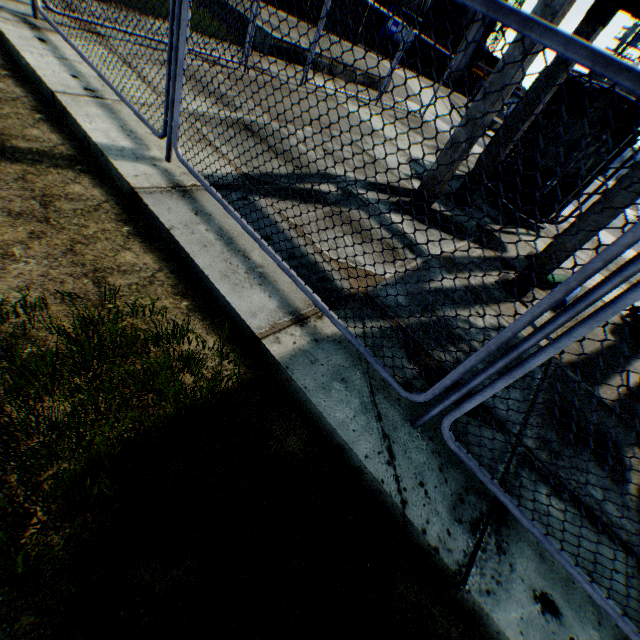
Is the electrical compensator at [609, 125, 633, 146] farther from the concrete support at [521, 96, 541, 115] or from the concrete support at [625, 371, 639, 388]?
the concrete support at [625, 371, 639, 388]

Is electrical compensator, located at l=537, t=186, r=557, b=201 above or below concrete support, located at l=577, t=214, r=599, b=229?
below

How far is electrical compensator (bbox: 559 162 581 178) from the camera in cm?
710

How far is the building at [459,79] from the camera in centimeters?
2823cm

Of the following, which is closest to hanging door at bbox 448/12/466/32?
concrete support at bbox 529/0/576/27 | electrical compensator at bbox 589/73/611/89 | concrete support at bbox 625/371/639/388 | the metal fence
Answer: the metal fence

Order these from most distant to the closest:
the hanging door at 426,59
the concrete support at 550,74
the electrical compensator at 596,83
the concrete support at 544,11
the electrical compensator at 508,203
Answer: the hanging door at 426,59 → the electrical compensator at 508,203 → the electrical compensator at 596,83 → the concrete support at 550,74 → the concrete support at 544,11

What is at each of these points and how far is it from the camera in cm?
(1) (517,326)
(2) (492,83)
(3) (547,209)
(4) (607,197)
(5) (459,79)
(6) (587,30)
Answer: (1) metal fence, 177
(2) concrete support, 439
(3) electrical compensator, 800
(4) concrete support, 401
(5) building, 2905
(6) concrete support, 509
